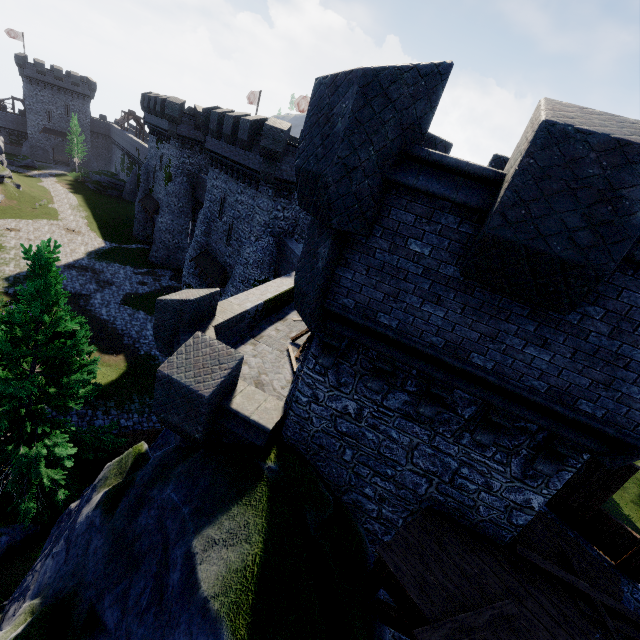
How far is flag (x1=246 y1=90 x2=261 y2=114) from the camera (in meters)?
37.06

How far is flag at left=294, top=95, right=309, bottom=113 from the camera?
30.55m

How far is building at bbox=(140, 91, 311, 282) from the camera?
20.5m

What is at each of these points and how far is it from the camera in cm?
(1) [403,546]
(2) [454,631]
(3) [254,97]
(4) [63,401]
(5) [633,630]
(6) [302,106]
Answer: (1) walkway, 550
(2) wooden beam, 460
(3) flag, 3769
(4) tree, 1200
(5) wooden beam, 539
(6) flag, 3095

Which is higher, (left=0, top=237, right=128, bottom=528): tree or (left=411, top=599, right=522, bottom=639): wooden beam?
(left=411, top=599, right=522, bottom=639): wooden beam

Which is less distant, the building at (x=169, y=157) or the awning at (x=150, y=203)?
the building at (x=169, y=157)

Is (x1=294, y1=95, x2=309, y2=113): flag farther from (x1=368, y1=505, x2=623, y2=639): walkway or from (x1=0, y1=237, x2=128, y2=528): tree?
(x1=368, y1=505, x2=623, y2=639): walkway

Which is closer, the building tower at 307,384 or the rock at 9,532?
the building tower at 307,384
